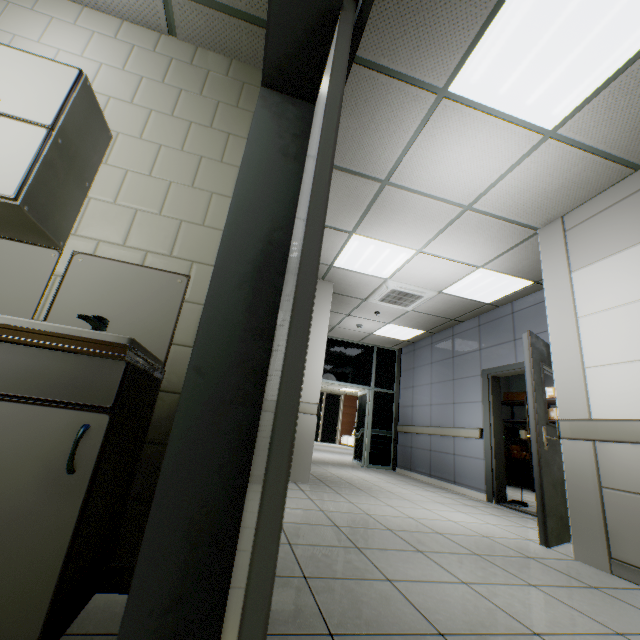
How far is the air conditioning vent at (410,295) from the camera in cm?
550

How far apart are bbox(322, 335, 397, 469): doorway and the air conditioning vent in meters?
2.9

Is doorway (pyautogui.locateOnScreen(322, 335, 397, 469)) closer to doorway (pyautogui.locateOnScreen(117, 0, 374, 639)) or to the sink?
the sink

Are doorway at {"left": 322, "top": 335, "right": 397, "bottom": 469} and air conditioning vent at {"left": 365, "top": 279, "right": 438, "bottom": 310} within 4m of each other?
yes

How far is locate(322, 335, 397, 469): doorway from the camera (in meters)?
8.50

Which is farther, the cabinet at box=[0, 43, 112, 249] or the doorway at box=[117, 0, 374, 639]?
the cabinet at box=[0, 43, 112, 249]

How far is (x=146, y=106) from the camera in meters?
2.1 m

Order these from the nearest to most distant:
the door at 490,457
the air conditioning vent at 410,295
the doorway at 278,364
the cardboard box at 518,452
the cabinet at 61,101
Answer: the doorway at 278,364 < the cabinet at 61,101 < the door at 490,457 < the air conditioning vent at 410,295 < the cardboard box at 518,452
